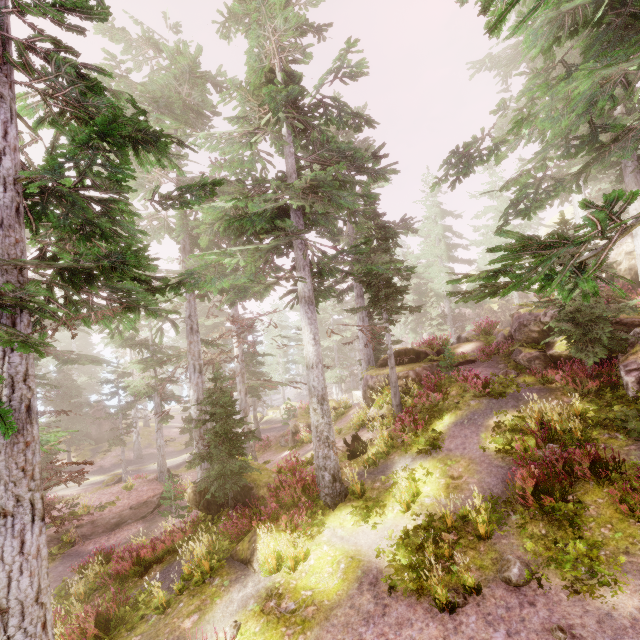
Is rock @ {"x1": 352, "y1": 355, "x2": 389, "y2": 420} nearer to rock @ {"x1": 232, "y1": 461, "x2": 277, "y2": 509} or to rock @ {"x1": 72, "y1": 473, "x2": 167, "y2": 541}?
rock @ {"x1": 232, "y1": 461, "x2": 277, "y2": 509}

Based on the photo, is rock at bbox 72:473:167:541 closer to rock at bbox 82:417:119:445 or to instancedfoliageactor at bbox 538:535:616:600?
instancedfoliageactor at bbox 538:535:616:600

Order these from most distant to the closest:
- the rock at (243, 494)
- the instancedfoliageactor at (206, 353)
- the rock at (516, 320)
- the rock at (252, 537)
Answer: the rock at (516, 320) < the rock at (243, 494) < the rock at (252, 537) < the instancedfoliageactor at (206, 353)

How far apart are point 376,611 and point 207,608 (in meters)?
4.63

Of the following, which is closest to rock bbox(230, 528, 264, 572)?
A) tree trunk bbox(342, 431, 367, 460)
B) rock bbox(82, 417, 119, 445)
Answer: tree trunk bbox(342, 431, 367, 460)

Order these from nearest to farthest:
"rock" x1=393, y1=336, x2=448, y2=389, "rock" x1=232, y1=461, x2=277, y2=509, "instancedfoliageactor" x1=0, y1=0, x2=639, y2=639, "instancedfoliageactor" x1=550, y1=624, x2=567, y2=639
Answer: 1. "instancedfoliageactor" x1=0, y1=0, x2=639, y2=639
2. "instancedfoliageactor" x1=550, y1=624, x2=567, y2=639
3. "rock" x1=232, y1=461, x2=277, y2=509
4. "rock" x1=393, y1=336, x2=448, y2=389

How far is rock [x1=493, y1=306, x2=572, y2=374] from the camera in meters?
14.0

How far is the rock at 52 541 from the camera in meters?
15.9
